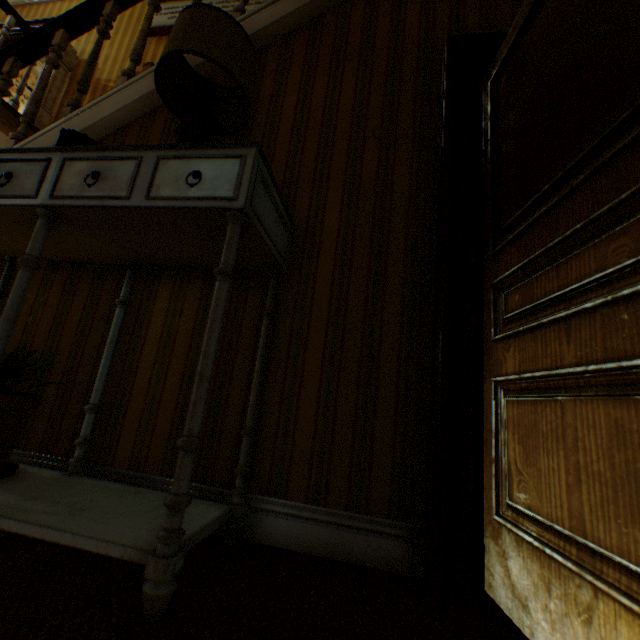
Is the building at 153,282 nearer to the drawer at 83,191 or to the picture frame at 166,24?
the picture frame at 166,24

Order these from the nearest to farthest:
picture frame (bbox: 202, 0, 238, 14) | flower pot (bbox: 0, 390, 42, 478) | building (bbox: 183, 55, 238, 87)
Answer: flower pot (bbox: 0, 390, 42, 478) < building (bbox: 183, 55, 238, 87) < picture frame (bbox: 202, 0, 238, 14)

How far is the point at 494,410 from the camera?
1.17m

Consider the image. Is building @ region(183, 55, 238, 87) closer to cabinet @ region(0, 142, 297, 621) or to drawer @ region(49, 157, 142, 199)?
cabinet @ region(0, 142, 297, 621)

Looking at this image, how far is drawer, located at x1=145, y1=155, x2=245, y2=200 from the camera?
1.0m

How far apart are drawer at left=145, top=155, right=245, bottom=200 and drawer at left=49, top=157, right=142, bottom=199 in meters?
0.1

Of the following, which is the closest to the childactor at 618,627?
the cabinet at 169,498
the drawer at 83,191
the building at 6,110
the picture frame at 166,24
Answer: the building at 6,110

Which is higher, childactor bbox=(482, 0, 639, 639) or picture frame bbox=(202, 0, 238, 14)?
picture frame bbox=(202, 0, 238, 14)
